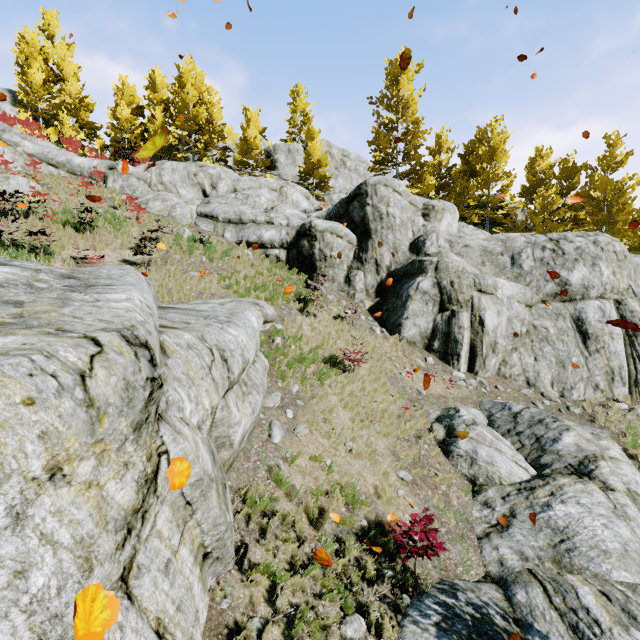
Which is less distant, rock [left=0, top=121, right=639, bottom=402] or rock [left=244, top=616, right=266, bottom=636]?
rock [left=244, top=616, right=266, bottom=636]

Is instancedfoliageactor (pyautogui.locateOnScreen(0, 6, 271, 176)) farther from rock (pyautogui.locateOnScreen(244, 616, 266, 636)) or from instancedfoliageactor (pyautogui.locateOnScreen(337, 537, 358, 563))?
instancedfoliageactor (pyautogui.locateOnScreen(337, 537, 358, 563))

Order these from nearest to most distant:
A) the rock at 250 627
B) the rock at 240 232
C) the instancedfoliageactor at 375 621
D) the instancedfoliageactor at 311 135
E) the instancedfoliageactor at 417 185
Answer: the rock at 250 627, the instancedfoliageactor at 375 621, the rock at 240 232, the instancedfoliageactor at 417 185, the instancedfoliageactor at 311 135

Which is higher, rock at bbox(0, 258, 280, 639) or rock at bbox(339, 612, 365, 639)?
rock at bbox(0, 258, 280, 639)

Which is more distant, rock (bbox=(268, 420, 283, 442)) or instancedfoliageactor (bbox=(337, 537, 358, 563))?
rock (bbox=(268, 420, 283, 442))

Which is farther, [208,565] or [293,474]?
[293,474]

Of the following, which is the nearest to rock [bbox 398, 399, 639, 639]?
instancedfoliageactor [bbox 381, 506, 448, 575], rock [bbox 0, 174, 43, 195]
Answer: instancedfoliageactor [bbox 381, 506, 448, 575]

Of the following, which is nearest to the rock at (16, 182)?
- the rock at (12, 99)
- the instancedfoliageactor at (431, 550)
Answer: the rock at (12, 99)
